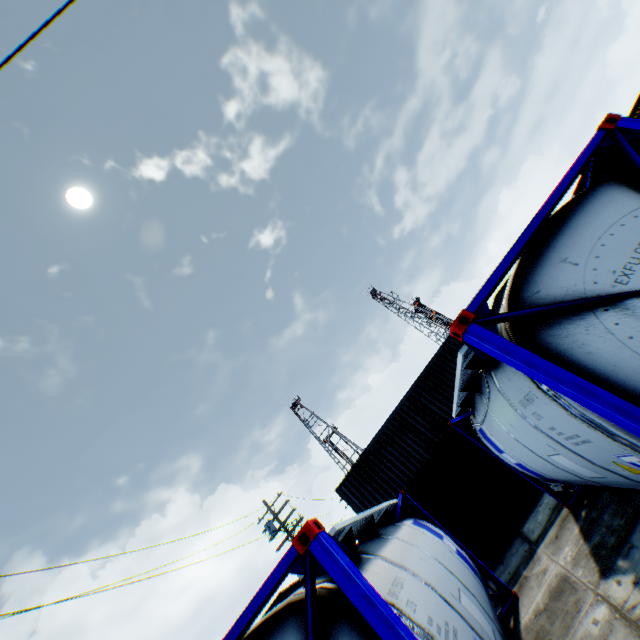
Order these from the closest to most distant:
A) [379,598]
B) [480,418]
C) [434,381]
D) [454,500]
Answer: [379,598] < [480,418] < [454,500] < [434,381]
